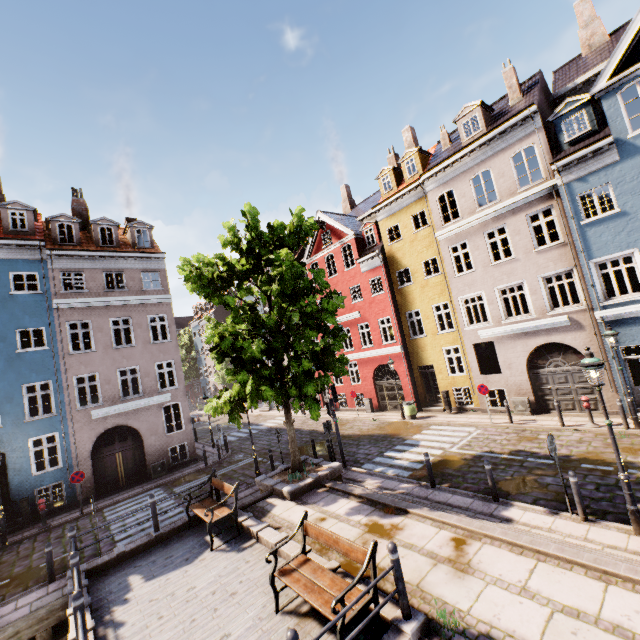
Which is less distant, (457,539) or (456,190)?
(457,539)

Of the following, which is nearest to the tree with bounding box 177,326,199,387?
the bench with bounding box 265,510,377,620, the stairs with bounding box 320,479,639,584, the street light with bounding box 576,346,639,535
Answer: the stairs with bounding box 320,479,639,584

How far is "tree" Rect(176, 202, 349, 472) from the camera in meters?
10.7

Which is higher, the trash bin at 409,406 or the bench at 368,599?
the bench at 368,599

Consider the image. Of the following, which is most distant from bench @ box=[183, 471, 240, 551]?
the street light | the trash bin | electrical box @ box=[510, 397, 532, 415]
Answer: electrical box @ box=[510, 397, 532, 415]

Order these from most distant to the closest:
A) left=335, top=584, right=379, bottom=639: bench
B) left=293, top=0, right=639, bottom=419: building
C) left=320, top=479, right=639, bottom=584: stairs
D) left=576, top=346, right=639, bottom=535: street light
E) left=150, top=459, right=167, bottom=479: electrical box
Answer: left=150, top=459, right=167, bottom=479: electrical box
left=293, top=0, right=639, bottom=419: building
left=576, top=346, right=639, bottom=535: street light
left=320, top=479, right=639, bottom=584: stairs
left=335, top=584, right=379, bottom=639: bench

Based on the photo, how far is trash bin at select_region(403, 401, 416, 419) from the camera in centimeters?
1911cm

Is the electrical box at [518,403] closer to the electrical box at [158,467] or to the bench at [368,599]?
the bench at [368,599]
